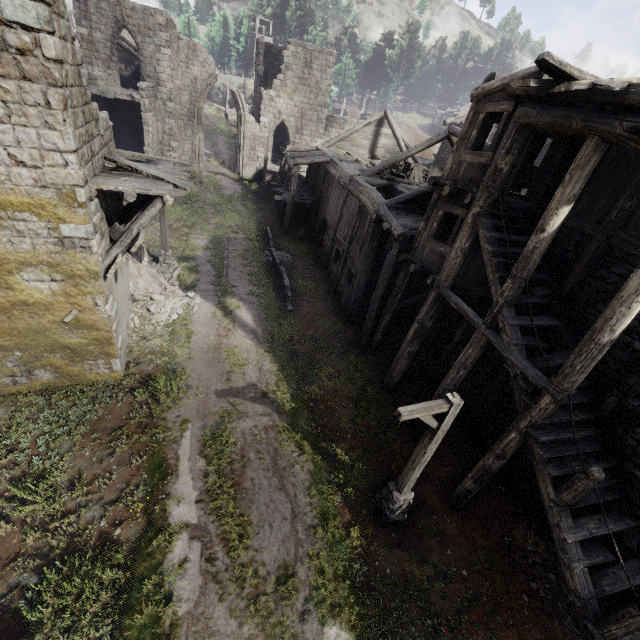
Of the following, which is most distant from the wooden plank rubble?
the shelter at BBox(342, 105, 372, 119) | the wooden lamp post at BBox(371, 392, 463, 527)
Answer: the shelter at BBox(342, 105, 372, 119)

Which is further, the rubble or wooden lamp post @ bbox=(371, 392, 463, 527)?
the rubble

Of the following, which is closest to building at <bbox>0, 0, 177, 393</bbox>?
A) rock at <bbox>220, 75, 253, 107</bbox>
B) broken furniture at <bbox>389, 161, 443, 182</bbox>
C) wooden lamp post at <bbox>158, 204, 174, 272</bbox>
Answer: broken furniture at <bbox>389, 161, 443, 182</bbox>

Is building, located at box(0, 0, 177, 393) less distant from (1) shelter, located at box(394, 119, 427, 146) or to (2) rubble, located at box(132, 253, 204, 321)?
(2) rubble, located at box(132, 253, 204, 321)

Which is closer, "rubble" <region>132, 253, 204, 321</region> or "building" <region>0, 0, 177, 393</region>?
"building" <region>0, 0, 177, 393</region>

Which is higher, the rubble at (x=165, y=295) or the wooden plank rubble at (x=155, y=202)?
the wooden plank rubble at (x=155, y=202)

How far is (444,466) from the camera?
10.9m

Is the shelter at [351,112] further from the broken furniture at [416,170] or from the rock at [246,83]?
the broken furniture at [416,170]
